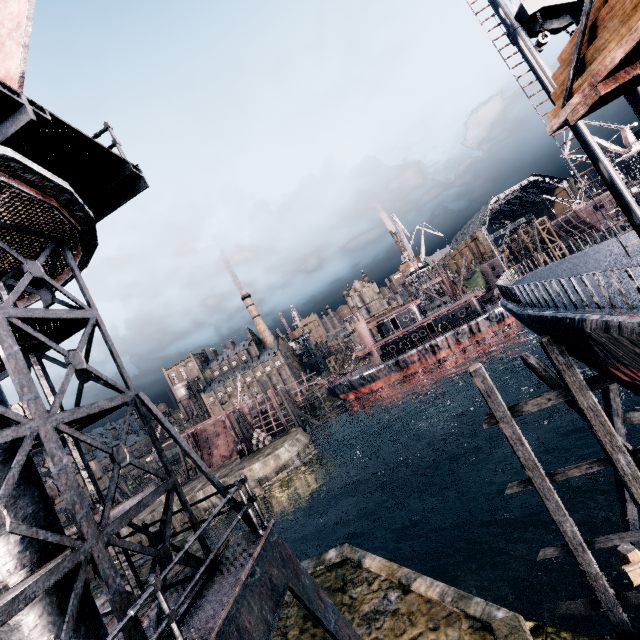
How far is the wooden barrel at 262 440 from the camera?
47.69m

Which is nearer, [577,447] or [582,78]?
[582,78]

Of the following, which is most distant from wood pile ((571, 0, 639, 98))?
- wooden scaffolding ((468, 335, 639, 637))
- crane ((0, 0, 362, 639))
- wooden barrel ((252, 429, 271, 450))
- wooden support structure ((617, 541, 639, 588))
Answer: wooden barrel ((252, 429, 271, 450))

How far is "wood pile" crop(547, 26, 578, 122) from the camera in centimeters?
606cm

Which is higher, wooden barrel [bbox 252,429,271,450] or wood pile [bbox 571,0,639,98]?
wood pile [bbox 571,0,639,98]

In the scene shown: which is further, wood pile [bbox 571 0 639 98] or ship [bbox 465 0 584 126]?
ship [bbox 465 0 584 126]

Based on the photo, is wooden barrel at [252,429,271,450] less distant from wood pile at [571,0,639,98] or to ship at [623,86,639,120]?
ship at [623,86,639,120]

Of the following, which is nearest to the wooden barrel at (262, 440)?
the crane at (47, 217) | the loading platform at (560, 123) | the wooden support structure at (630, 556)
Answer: the crane at (47, 217)
